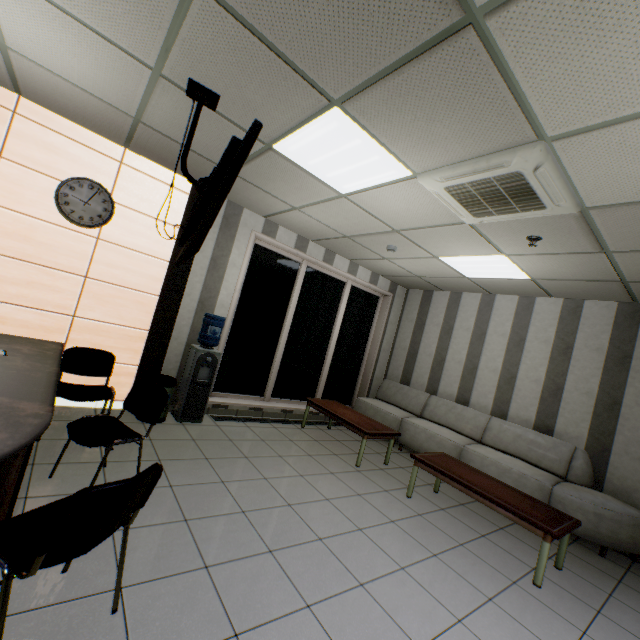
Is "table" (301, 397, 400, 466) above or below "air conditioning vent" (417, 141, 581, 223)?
below

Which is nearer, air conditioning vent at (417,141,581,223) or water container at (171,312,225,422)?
air conditioning vent at (417,141,581,223)

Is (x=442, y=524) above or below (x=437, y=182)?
below

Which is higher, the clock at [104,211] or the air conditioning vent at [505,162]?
the air conditioning vent at [505,162]

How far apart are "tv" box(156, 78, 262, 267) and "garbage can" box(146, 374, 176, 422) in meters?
1.8

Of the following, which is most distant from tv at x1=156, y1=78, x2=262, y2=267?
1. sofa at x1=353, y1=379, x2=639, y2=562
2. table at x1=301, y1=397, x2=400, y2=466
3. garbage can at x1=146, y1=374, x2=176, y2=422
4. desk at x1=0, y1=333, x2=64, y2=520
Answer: sofa at x1=353, y1=379, x2=639, y2=562

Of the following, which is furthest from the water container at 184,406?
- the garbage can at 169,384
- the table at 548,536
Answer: the table at 548,536

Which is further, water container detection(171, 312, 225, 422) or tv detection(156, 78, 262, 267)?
water container detection(171, 312, 225, 422)
